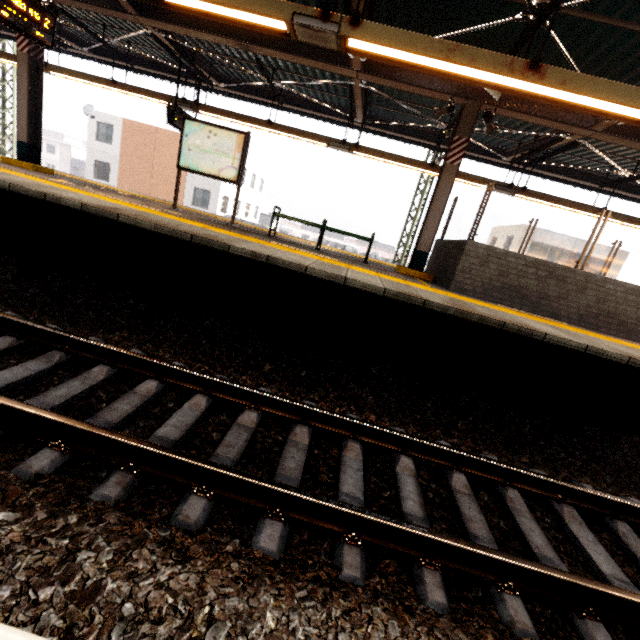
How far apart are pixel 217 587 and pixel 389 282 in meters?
4.0 m

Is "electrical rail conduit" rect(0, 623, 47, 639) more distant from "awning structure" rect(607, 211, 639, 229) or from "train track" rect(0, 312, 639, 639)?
"awning structure" rect(607, 211, 639, 229)

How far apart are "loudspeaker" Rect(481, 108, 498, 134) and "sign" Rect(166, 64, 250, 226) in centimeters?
493cm

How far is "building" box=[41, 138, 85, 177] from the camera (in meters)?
51.91

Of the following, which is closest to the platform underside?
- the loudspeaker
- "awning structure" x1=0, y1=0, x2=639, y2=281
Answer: "awning structure" x1=0, y1=0, x2=639, y2=281

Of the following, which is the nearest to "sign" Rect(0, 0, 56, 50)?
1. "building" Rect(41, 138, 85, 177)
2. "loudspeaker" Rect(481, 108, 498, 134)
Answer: "loudspeaker" Rect(481, 108, 498, 134)

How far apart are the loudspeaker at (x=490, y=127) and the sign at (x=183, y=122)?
4.93m

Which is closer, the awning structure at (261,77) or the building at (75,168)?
the awning structure at (261,77)
